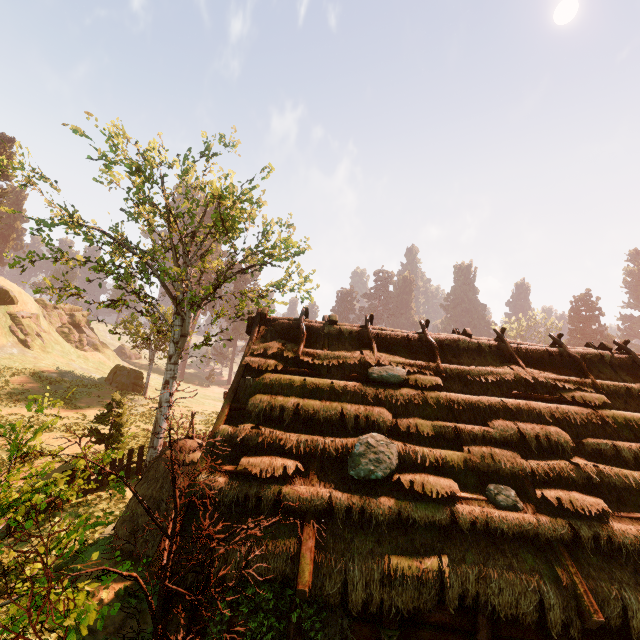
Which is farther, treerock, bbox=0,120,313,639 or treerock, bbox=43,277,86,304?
treerock, bbox=43,277,86,304

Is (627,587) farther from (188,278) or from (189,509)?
(188,278)

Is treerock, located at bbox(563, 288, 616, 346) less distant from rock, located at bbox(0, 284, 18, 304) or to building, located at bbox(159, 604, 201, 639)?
building, located at bbox(159, 604, 201, 639)

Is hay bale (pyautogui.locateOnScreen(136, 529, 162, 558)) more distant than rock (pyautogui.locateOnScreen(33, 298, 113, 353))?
No

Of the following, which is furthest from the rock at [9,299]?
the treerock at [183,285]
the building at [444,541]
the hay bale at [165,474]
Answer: the building at [444,541]

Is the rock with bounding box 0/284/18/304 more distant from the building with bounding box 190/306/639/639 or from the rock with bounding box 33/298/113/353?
the building with bounding box 190/306/639/639

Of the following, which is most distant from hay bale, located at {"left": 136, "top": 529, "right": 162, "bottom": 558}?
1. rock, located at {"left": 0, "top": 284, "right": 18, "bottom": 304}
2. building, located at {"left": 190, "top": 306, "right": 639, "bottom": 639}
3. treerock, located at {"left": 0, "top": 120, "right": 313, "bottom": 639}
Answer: rock, located at {"left": 0, "top": 284, "right": 18, "bottom": 304}

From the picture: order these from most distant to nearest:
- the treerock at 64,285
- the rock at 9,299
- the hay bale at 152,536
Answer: the rock at 9,299
the treerock at 64,285
the hay bale at 152,536
